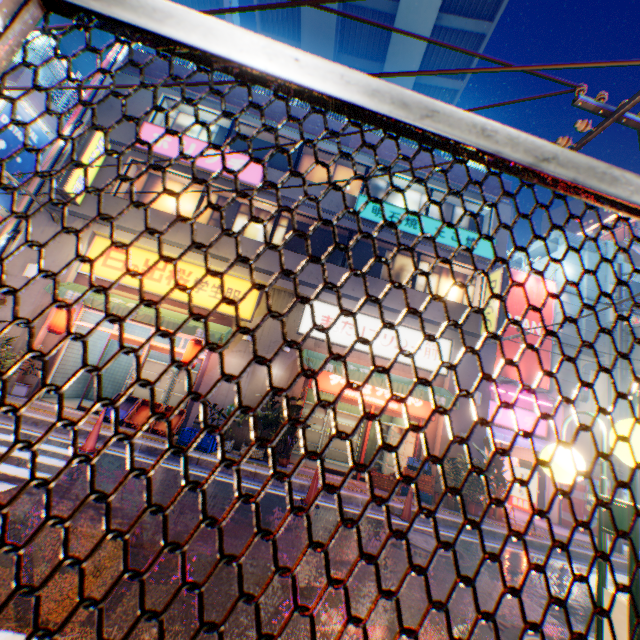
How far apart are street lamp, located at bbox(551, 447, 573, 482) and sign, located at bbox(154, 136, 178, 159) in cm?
1138

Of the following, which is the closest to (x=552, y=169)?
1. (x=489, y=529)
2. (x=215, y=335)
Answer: (x=215, y=335)

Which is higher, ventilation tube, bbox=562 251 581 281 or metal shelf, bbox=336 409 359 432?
ventilation tube, bbox=562 251 581 281

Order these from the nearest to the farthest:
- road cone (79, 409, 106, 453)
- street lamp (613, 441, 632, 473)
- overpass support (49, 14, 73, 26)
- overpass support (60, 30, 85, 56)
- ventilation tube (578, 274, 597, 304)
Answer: street lamp (613, 441, 632, 473) → road cone (79, 409, 106, 453) → ventilation tube (578, 274, 597, 304) → overpass support (49, 14, 73, 26) → overpass support (60, 30, 85, 56)

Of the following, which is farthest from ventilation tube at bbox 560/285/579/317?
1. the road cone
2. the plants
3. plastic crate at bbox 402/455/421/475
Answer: the road cone

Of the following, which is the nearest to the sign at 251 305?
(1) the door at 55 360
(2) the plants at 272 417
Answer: Answer: (1) the door at 55 360

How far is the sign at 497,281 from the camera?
11.4 meters

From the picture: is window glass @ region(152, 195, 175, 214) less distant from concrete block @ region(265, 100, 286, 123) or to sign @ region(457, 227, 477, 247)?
sign @ region(457, 227, 477, 247)
